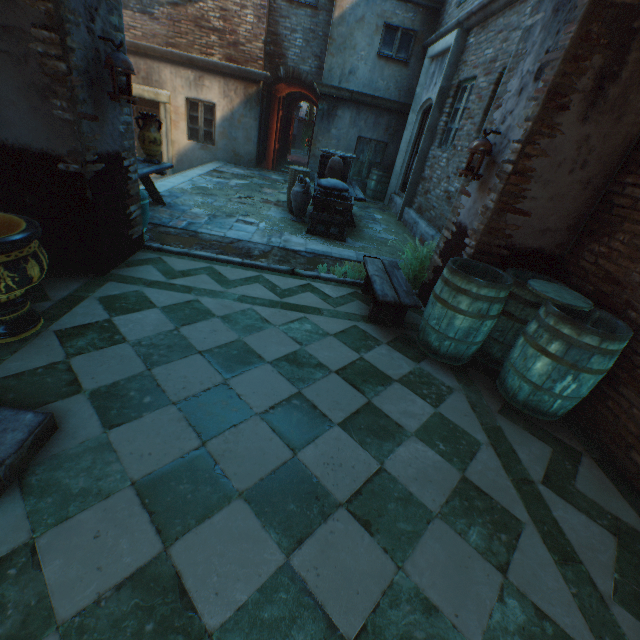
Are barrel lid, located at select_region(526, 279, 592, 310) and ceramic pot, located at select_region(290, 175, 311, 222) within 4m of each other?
no

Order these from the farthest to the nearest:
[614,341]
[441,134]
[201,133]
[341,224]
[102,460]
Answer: [201,133] → [441,134] → [341,224] → [614,341] → [102,460]

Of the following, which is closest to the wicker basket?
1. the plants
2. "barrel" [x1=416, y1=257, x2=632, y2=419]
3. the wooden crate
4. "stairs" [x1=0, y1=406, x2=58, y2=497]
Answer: the wooden crate

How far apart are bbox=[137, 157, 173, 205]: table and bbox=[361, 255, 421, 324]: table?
3.63m

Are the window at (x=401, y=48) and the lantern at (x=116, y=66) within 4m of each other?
no

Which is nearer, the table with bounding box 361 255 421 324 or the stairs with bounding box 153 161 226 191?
the table with bounding box 361 255 421 324

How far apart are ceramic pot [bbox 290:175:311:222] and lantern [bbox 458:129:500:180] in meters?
3.6

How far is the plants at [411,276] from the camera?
4.6 meters
